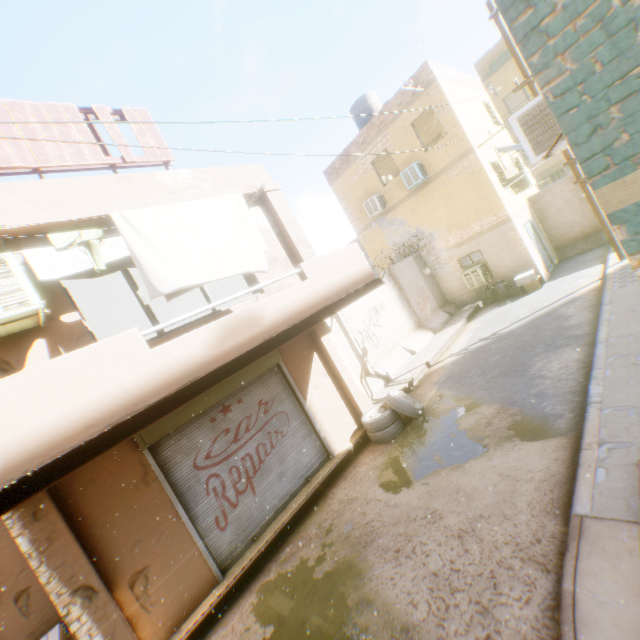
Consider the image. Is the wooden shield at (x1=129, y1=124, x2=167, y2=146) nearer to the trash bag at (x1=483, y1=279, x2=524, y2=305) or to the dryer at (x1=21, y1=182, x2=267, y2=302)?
the dryer at (x1=21, y1=182, x2=267, y2=302)

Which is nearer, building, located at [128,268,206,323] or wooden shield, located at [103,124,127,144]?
wooden shield, located at [103,124,127,144]

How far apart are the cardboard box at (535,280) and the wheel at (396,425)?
8.2m

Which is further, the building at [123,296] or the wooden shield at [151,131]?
the building at [123,296]

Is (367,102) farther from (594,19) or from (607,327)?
(594,19)

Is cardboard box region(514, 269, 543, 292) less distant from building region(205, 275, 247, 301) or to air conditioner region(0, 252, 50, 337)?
building region(205, 275, 247, 301)

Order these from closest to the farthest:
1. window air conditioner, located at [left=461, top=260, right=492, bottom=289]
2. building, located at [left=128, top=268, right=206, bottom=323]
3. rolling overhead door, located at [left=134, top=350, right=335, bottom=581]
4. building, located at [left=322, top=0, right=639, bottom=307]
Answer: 1. building, located at [left=322, top=0, right=639, bottom=307]
2. rolling overhead door, located at [left=134, top=350, right=335, bottom=581]
3. building, located at [left=128, top=268, right=206, bottom=323]
4. window air conditioner, located at [left=461, top=260, right=492, bottom=289]

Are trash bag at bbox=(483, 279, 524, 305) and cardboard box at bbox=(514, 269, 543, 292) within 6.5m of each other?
yes
